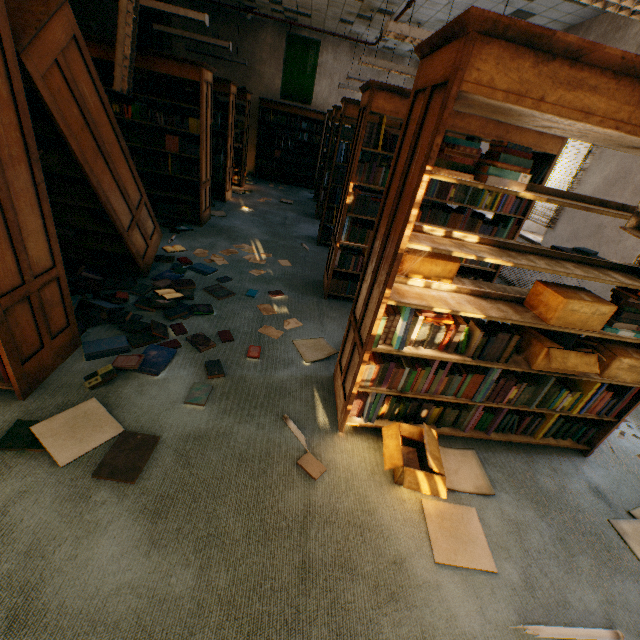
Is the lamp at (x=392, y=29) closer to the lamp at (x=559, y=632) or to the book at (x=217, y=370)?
the book at (x=217, y=370)

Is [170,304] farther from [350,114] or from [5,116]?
[350,114]

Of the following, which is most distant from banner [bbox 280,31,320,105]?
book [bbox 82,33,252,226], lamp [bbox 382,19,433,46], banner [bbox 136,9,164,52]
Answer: lamp [bbox 382,19,433,46]

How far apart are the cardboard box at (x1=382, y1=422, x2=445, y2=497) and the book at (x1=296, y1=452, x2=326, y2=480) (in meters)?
0.38

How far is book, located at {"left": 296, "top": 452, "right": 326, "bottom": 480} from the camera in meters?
1.9

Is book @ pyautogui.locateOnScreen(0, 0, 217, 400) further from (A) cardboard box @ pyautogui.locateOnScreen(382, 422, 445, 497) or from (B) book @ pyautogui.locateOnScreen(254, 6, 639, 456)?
(A) cardboard box @ pyautogui.locateOnScreen(382, 422, 445, 497)

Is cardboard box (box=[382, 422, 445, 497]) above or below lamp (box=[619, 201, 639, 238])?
below

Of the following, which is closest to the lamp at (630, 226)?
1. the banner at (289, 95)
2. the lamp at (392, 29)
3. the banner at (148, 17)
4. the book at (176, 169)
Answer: the lamp at (392, 29)
